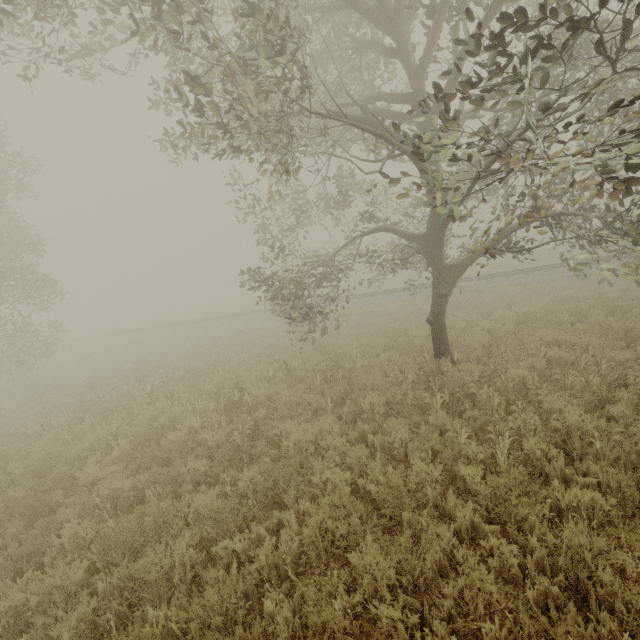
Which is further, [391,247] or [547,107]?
[391,247]

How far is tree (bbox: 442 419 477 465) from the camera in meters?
4.8

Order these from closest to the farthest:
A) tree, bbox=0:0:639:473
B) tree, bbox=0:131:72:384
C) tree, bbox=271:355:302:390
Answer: tree, bbox=0:0:639:473, tree, bbox=271:355:302:390, tree, bbox=0:131:72:384

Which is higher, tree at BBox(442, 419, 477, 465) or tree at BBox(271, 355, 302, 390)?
tree at BBox(271, 355, 302, 390)

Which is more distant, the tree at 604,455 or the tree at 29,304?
the tree at 29,304

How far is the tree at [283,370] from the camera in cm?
909

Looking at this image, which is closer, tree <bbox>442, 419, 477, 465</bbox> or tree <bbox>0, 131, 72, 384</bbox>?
tree <bbox>442, 419, 477, 465</bbox>
